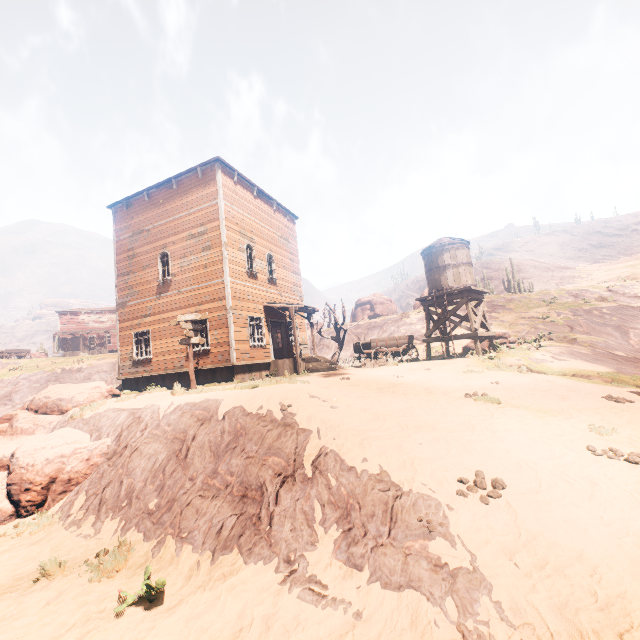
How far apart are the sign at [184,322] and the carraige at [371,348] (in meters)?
8.21

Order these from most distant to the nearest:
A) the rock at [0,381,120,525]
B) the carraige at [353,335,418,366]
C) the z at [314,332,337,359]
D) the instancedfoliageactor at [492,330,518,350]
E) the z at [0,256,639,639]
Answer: the z at [314,332,337,359] < the carraige at [353,335,418,366] < the instancedfoliageactor at [492,330,518,350] < the rock at [0,381,120,525] < the z at [0,256,639,639]

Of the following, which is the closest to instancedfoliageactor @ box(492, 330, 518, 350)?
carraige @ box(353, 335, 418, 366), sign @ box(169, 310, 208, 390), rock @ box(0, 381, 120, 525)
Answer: sign @ box(169, 310, 208, 390)

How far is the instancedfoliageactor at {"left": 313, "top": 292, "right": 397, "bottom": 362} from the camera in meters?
22.6

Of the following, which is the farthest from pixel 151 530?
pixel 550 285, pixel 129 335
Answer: pixel 550 285

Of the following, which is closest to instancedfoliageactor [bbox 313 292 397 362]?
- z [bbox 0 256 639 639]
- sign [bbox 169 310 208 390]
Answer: z [bbox 0 256 639 639]

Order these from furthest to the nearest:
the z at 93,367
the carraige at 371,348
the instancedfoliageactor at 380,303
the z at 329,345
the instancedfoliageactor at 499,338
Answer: the z at 329,345 → the z at 93,367 → the instancedfoliageactor at 380,303 → the carraige at 371,348 → the instancedfoliageactor at 499,338

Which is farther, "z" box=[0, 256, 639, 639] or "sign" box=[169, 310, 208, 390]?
"sign" box=[169, 310, 208, 390]
